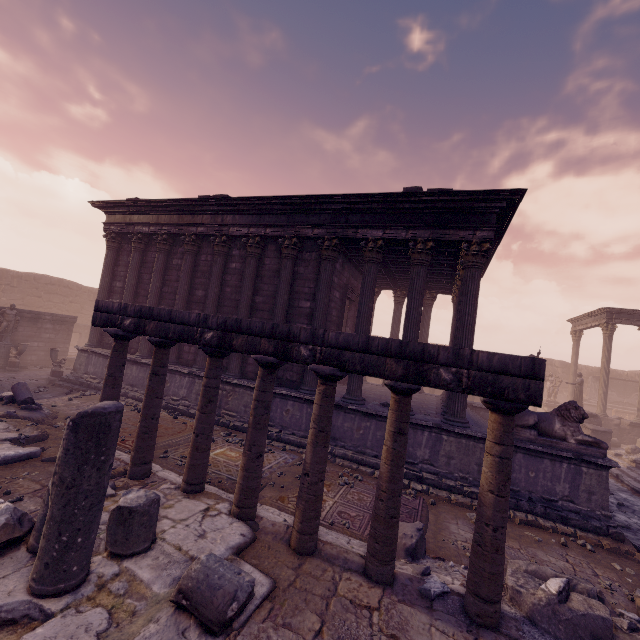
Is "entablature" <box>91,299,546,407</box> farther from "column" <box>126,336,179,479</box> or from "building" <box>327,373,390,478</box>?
"building" <box>327,373,390,478</box>

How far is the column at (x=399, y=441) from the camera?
4.1m

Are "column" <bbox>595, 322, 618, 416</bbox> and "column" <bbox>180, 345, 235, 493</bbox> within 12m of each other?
no

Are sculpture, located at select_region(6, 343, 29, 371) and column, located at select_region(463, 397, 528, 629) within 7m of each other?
no

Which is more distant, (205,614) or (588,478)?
(588,478)

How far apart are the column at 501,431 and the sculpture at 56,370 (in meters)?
15.93

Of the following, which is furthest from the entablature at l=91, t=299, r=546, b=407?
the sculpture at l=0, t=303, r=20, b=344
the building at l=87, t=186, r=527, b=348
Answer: the sculpture at l=0, t=303, r=20, b=344

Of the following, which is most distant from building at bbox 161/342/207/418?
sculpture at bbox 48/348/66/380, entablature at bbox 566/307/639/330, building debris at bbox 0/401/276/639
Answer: entablature at bbox 566/307/639/330
